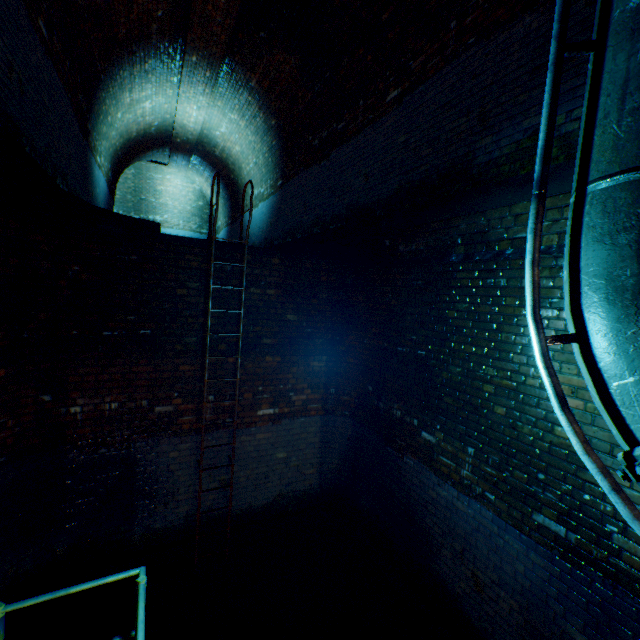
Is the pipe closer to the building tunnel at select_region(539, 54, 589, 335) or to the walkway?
the building tunnel at select_region(539, 54, 589, 335)

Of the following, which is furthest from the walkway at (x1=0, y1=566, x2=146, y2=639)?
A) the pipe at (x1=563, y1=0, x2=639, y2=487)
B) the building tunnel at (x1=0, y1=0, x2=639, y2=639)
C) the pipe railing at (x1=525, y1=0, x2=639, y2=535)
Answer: the pipe at (x1=563, y1=0, x2=639, y2=487)

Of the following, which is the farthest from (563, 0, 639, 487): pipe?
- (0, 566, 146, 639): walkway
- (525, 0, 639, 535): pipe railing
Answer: (0, 566, 146, 639): walkway

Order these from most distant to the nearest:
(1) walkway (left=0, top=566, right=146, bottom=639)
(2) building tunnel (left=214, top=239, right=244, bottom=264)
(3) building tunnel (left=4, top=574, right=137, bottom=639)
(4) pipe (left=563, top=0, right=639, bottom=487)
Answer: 1. (2) building tunnel (left=214, top=239, right=244, bottom=264)
2. (3) building tunnel (left=4, top=574, right=137, bottom=639)
3. (1) walkway (left=0, top=566, right=146, bottom=639)
4. (4) pipe (left=563, top=0, right=639, bottom=487)

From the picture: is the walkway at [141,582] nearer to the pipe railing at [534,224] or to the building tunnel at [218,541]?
the building tunnel at [218,541]

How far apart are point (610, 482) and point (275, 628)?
4.8 meters

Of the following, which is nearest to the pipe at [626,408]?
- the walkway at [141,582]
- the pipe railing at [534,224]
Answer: the pipe railing at [534,224]

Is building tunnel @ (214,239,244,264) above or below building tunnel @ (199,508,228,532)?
above
